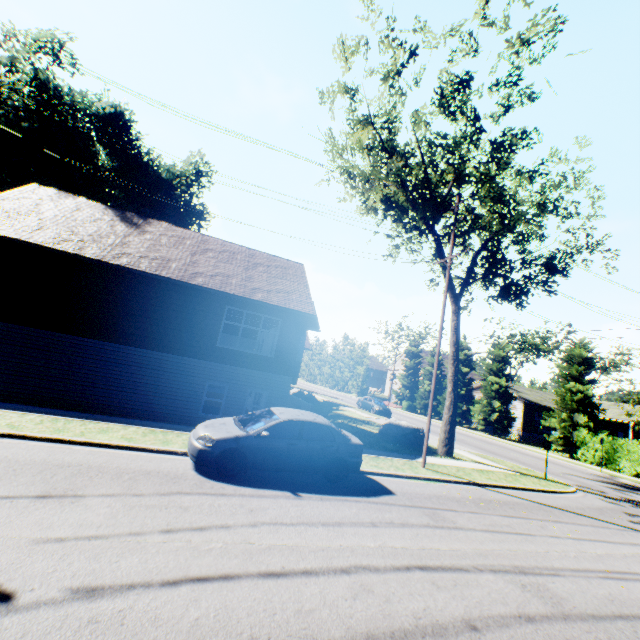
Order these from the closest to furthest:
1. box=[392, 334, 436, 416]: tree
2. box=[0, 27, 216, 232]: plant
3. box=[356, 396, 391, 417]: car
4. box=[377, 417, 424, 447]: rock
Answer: box=[377, 417, 424, 447]: rock < box=[0, 27, 216, 232]: plant < box=[356, 396, 391, 417]: car < box=[392, 334, 436, 416]: tree

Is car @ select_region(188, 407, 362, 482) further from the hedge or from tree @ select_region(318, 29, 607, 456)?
the hedge

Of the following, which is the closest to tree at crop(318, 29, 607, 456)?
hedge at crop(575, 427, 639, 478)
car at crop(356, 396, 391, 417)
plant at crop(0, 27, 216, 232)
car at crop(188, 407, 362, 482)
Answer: hedge at crop(575, 427, 639, 478)

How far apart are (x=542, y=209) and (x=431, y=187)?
10.26m

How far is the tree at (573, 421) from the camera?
27.5 meters

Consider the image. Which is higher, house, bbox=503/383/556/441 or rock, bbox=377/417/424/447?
house, bbox=503/383/556/441

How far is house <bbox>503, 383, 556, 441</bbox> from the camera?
36.8 meters

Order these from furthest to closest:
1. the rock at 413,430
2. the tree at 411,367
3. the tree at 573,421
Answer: the tree at 411,367 → the tree at 573,421 → the rock at 413,430
